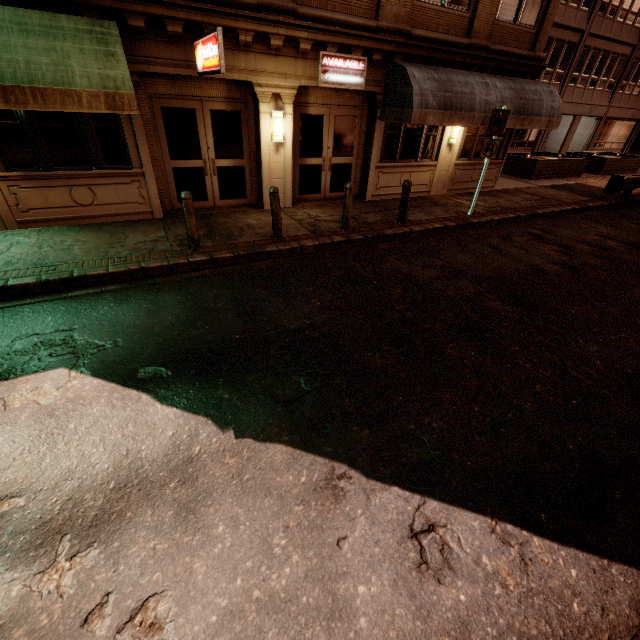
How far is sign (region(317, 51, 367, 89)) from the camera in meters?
8.7 m

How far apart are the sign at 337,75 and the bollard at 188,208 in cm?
520

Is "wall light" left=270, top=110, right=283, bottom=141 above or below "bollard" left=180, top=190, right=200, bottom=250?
above

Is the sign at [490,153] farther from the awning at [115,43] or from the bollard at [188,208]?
the awning at [115,43]

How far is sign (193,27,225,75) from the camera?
5.78m

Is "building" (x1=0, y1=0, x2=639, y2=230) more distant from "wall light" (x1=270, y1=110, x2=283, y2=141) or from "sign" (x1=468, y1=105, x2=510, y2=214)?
"sign" (x1=468, y1=105, x2=510, y2=214)

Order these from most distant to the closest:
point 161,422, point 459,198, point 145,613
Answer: point 459,198 → point 161,422 → point 145,613

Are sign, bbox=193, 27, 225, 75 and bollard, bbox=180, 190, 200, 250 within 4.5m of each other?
yes
